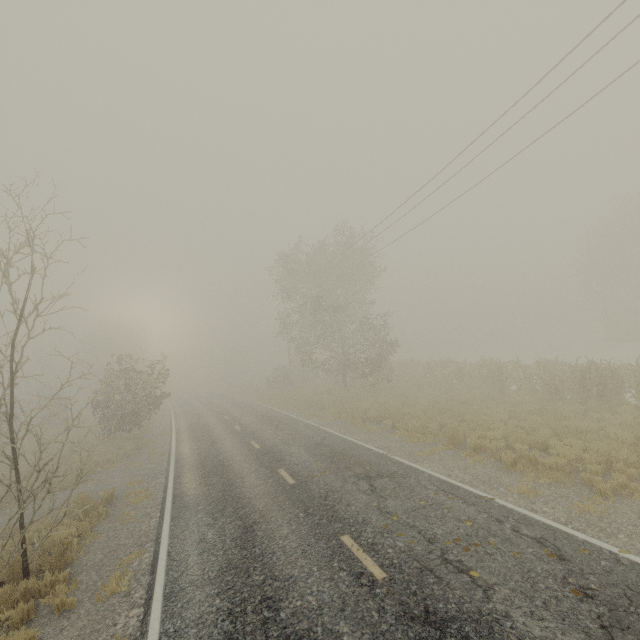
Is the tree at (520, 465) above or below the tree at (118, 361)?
below

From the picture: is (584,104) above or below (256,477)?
above

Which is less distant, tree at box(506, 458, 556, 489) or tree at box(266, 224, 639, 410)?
tree at box(506, 458, 556, 489)

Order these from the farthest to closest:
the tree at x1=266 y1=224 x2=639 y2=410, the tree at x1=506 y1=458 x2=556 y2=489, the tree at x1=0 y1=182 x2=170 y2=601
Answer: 1. the tree at x1=266 y1=224 x2=639 y2=410
2. the tree at x1=506 y1=458 x2=556 y2=489
3. the tree at x1=0 y1=182 x2=170 y2=601

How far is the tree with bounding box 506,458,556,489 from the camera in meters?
8.3

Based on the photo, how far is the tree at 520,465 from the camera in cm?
831
